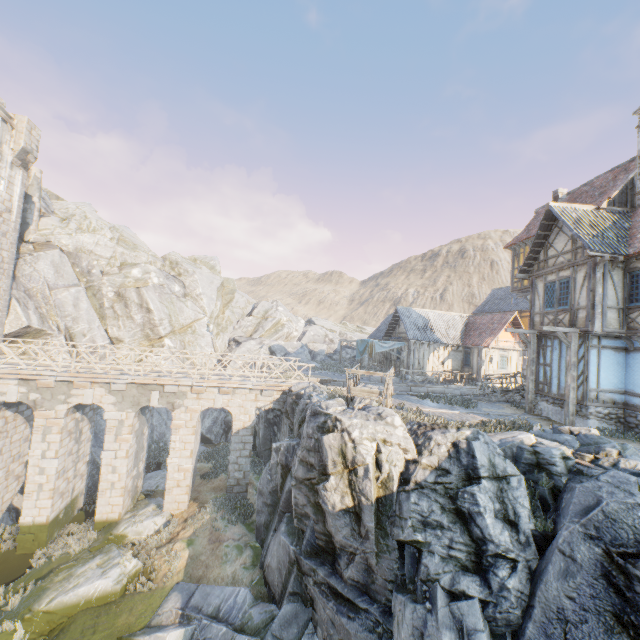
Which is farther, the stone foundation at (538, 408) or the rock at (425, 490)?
the stone foundation at (538, 408)

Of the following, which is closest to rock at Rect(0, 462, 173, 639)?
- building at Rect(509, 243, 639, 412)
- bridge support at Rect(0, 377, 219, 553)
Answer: bridge support at Rect(0, 377, 219, 553)

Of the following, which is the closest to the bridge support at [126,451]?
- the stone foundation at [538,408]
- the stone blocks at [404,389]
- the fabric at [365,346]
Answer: the stone blocks at [404,389]

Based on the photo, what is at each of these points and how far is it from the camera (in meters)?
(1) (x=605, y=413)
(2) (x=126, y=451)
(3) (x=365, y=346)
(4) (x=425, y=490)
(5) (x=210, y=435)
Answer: (1) stone foundation, 12.81
(2) bridge support, 15.87
(3) fabric, 27.75
(4) rock, 8.56
(5) rock, 27.86

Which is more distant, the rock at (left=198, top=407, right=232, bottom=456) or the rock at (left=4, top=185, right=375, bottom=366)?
the rock at (left=198, top=407, right=232, bottom=456)

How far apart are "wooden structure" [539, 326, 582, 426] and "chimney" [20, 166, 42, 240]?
35.16m

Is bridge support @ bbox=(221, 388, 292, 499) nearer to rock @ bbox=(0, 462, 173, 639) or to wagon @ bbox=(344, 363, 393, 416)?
rock @ bbox=(0, 462, 173, 639)

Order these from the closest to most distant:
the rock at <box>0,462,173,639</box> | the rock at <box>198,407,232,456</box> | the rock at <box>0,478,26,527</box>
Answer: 1. the rock at <box>0,462,173,639</box>
2. the rock at <box>0,478,26,527</box>
3. the rock at <box>198,407,232,456</box>
